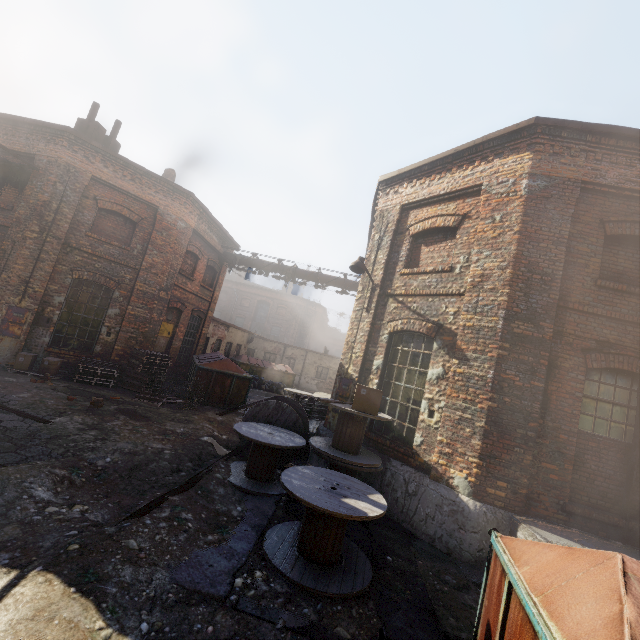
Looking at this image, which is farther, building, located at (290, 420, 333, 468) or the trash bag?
the trash bag

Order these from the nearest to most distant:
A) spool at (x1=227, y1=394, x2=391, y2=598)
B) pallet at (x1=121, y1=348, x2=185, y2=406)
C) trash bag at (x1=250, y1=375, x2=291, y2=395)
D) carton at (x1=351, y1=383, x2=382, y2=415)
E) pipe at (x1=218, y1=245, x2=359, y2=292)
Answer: spool at (x1=227, y1=394, x2=391, y2=598)
carton at (x1=351, y1=383, x2=382, y2=415)
pallet at (x1=121, y1=348, x2=185, y2=406)
pipe at (x1=218, y1=245, x2=359, y2=292)
trash bag at (x1=250, y1=375, x2=291, y2=395)

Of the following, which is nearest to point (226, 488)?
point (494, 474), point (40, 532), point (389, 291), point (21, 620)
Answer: point (40, 532)

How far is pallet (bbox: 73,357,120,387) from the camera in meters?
10.6

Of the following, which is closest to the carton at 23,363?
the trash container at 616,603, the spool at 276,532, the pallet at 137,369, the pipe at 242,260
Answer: the pallet at 137,369

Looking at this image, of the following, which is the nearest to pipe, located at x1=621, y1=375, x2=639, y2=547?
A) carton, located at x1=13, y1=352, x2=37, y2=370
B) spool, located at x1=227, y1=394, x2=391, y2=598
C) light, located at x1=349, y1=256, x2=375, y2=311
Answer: spool, located at x1=227, y1=394, x2=391, y2=598

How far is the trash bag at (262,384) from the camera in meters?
20.7 m

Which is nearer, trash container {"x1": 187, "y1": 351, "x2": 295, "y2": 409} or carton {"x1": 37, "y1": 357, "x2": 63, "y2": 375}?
carton {"x1": 37, "y1": 357, "x2": 63, "y2": 375}
